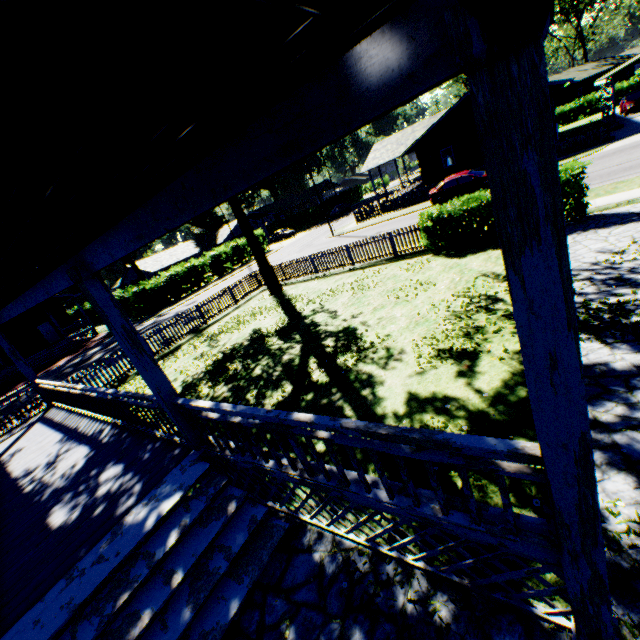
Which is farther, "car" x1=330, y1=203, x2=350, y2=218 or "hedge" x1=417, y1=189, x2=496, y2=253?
"car" x1=330, y1=203, x2=350, y2=218

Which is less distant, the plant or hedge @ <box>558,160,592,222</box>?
hedge @ <box>558,160,592,222</box>

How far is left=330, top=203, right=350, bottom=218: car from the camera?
50.3m

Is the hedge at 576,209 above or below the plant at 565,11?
below

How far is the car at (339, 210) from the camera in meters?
50.3 m

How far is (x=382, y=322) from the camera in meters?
9.6 m

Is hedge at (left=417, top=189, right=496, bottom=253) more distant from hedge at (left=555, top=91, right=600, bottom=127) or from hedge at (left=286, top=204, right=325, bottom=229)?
hedge at (left=555, top=91, right=600, bottom=127)

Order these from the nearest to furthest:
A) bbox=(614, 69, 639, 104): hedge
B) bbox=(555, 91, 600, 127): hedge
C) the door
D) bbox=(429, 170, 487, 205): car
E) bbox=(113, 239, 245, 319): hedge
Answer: bbox=(429, 170, 487, 205): car → bbox=(113, 239, 245, 319): hedge → the door → bbox=(614, 69, 639, 104): hedge → bbox=(555, 91, 600, 127): hedge
